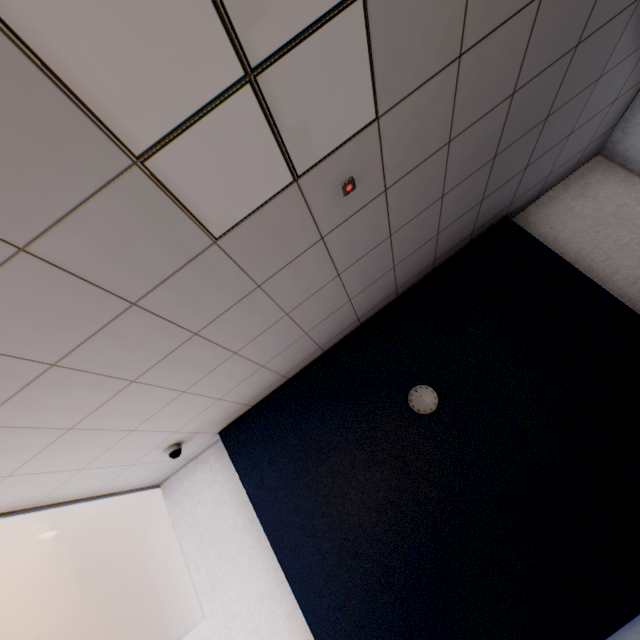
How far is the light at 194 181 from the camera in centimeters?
115cm

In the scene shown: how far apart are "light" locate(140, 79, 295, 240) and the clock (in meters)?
2.36

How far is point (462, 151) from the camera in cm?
217

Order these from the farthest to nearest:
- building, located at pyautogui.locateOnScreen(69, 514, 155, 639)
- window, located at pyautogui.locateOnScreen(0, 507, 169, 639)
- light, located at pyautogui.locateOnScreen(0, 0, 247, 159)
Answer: building, located at pyautogui.locateOnScreen(69, 514, 155, 639), window, located at pyautogui.locateOnScreen(0, 507, 169, 639), light, located at pyautogui.locateOnScreen(0, 0, 247, 159)

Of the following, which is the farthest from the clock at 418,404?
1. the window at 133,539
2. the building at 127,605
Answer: the building at 127,605

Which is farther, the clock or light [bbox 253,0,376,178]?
the clock

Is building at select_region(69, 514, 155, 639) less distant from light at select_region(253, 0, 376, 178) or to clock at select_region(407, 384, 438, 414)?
clock at select_region(407, 384, 438, 414)

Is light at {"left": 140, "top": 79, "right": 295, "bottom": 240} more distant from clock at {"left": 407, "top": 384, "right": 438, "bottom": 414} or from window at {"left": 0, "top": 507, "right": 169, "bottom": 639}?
window at {"left": 0, "top": 507, "right": 169, "bottom": 639}
